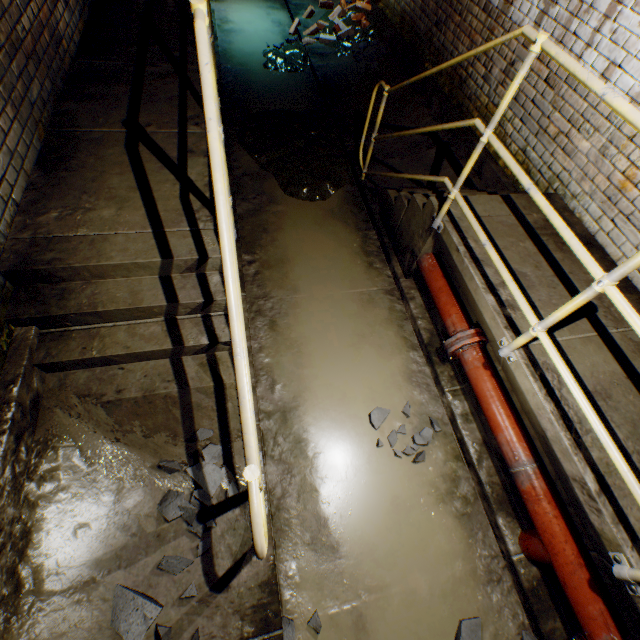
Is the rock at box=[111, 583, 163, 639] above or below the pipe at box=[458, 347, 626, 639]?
below

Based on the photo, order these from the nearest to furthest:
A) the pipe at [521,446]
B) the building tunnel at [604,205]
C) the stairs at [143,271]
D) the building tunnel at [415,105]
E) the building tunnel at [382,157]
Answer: the stairs at [143,271], the pipe at [521,446], the building tunnel at [604,205], the building tunnel at [415,105], the building tunnel at [382,157]

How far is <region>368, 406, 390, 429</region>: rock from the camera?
2.74m

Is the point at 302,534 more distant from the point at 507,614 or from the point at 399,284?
the point at 399,284

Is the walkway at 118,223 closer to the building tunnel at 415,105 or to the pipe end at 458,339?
the building tunnel at 415,105

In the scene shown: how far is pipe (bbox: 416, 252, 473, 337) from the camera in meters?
2.8 m

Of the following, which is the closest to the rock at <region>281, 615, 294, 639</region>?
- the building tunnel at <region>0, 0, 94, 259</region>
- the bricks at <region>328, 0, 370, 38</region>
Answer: the building tunnel at <region>0, 0, 94, 259</region>

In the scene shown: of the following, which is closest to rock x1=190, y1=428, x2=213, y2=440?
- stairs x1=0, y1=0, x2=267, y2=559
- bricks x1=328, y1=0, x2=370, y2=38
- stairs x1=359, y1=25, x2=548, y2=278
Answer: stairs x1=0, y1=0, x2=267, y2=559
